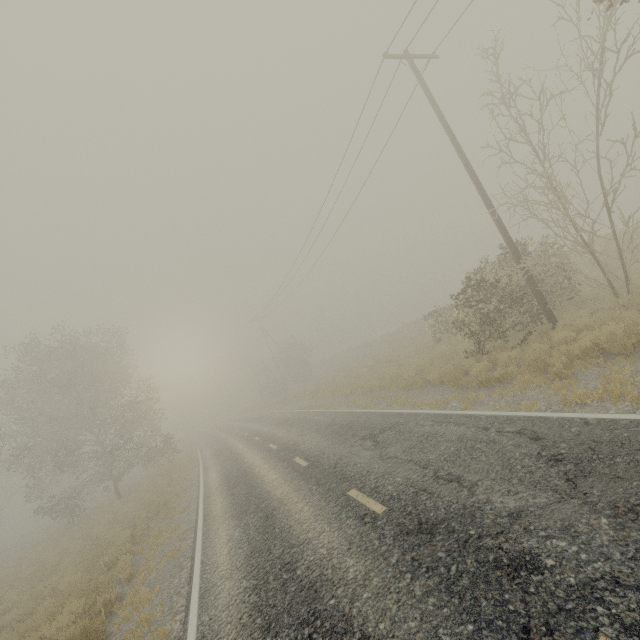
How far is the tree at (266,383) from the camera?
44.8 meters

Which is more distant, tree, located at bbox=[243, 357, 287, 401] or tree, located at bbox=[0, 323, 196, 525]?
tree, located at bbox=[243, 357, 287, 401]

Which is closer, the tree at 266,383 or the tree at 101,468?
the tree at 101,468

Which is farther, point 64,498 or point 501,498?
point 64,498

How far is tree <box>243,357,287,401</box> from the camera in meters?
44.8 m
